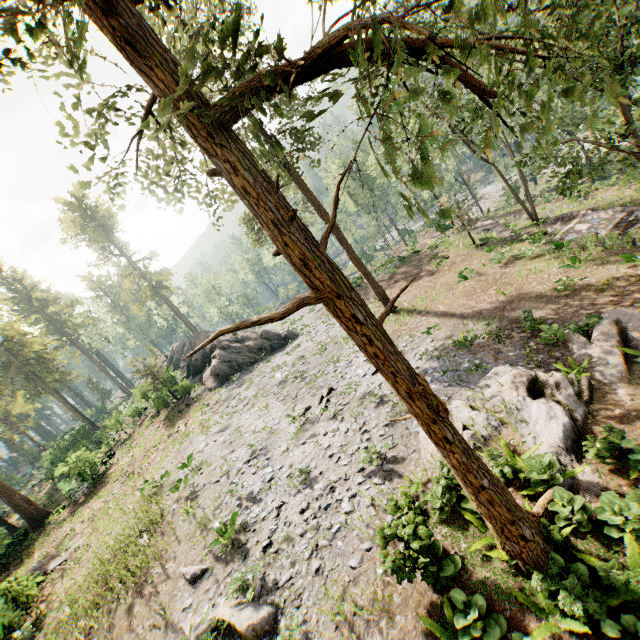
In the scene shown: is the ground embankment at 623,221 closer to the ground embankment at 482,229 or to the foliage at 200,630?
the foliage at 200,630

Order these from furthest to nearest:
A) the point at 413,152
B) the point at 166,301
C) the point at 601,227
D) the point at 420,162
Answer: the point at 166,301 < the point at 413,152 < the point at 420,162 < the point at 601,227

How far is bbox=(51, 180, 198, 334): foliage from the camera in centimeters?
5131cm

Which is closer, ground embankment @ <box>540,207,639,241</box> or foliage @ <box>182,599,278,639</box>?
foliage @ <box>182,599,278,639</box>

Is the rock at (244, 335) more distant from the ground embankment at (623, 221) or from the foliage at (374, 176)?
the ground embankment at (623, 221)

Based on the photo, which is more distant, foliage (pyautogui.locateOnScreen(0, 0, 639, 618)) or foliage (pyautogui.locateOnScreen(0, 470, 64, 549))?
foliage (pyautogui.locateOnScreen(0, 470, 64, 549))

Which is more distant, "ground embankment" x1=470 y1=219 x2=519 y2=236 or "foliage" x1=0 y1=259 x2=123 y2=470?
"foliage" x1=0 y1=259 x2=123 y2=470
